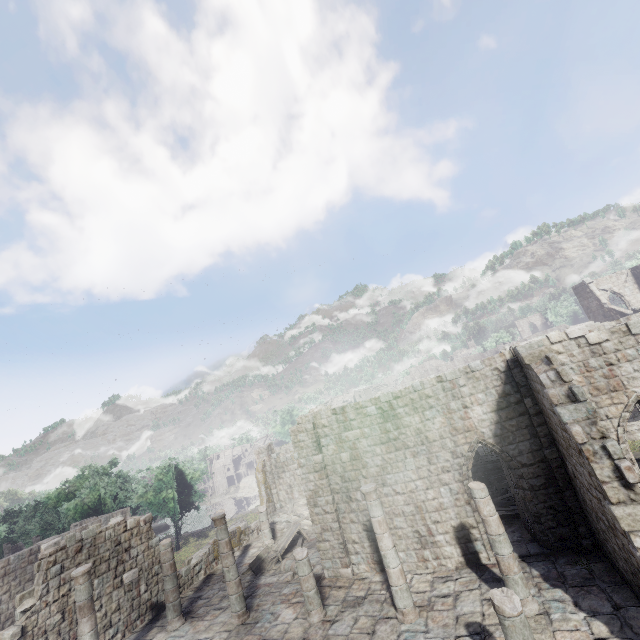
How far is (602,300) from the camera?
27.8 meters

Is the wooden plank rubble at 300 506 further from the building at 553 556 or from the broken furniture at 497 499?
the broken furniture at 497 499

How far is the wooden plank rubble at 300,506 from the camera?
21.8m

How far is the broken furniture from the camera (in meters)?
14.14

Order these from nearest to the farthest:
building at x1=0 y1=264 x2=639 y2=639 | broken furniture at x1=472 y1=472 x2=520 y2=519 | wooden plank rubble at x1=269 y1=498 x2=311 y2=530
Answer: building at x1=0 y1=264 x2=639 y2=639 → broken furniture at x1=472 y1=472 x2=520 y2=519 → wooden plank rubble at x1=269 y1=498 x2=311 y2=530

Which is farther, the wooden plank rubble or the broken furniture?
the wooden plank rubble

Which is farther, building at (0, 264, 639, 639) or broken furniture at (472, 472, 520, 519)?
broken furniture at (472, 472, 520, 519)

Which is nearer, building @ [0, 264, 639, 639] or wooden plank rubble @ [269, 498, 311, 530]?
building @ [0, 264, 639, 639]
